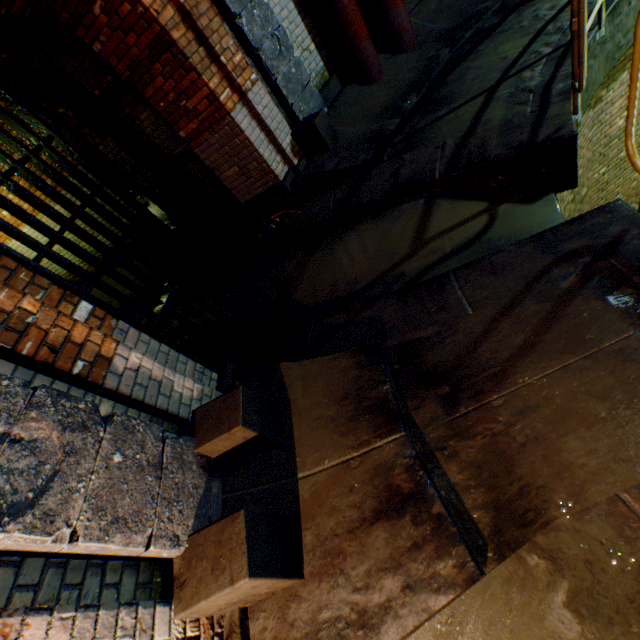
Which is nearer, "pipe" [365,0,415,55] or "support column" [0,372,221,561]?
"support column" [0,372,221,561]

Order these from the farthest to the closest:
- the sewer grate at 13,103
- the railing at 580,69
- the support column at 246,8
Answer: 1. the sewer grate at 13,103
2. the support column at 246,8
3. the railing at 580,69

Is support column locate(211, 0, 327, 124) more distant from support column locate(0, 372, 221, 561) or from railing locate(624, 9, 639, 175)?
railing locate(624, 9, 639, 175)

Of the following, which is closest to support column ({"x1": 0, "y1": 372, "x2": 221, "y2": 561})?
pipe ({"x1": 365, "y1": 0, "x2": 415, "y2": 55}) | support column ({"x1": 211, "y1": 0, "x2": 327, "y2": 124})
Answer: support column ({"x1": 211, "y1": 0, "x2": 327, "y2": 124})

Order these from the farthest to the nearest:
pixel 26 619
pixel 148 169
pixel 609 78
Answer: pixel 148 169, pixel 609 78, pixel 26 619

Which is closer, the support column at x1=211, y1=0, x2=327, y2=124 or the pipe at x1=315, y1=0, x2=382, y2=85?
the support column at x1=211, y1=0, x2=327, y2=124

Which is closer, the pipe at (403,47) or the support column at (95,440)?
the support column at (95,440)

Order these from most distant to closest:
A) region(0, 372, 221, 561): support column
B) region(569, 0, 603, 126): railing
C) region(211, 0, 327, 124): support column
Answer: region(211, 0, 327, 124): support column
region(569, 0, 603, 126): railing
region(0, 372, 221, 561): support column
